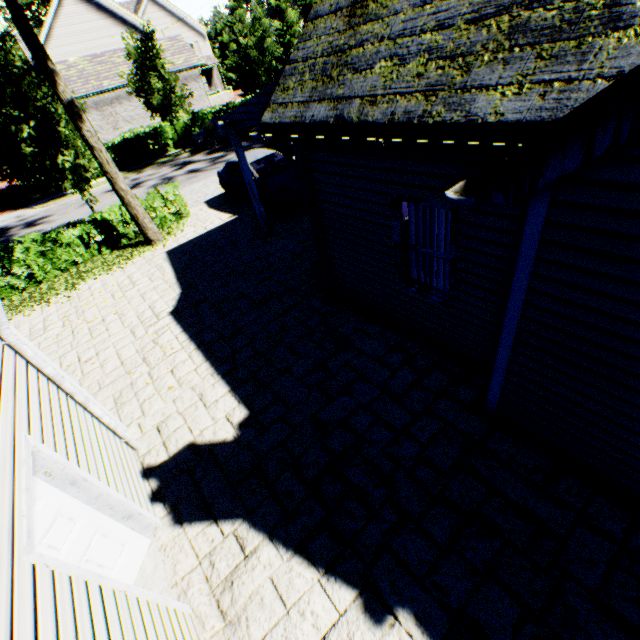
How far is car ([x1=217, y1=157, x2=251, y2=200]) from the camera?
12.1m

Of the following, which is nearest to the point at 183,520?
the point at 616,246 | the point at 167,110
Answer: the point at 616,246

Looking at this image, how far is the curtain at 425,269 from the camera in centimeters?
493cm

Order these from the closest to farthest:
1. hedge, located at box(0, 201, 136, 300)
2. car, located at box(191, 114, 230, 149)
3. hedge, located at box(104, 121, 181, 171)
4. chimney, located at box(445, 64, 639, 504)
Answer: chimney, located at box(445, 64, 639, 504) < hedge, located at box(0, 201, 136, 300) < car, located at box(191, 114, 230, 149) < hedge, located at box(104, 121, 181, 171)

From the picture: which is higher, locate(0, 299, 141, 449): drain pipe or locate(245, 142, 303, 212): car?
locate(0, 299, 141, 449): drain pipe

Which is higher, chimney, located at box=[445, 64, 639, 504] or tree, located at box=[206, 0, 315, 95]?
tree, located at box=[206, 0, 315, 95]

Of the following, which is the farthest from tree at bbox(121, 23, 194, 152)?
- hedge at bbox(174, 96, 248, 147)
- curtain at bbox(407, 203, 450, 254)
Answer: curtain at bbox(407, 203, 450, 254)

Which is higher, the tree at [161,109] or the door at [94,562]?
the tree at [161,109]
